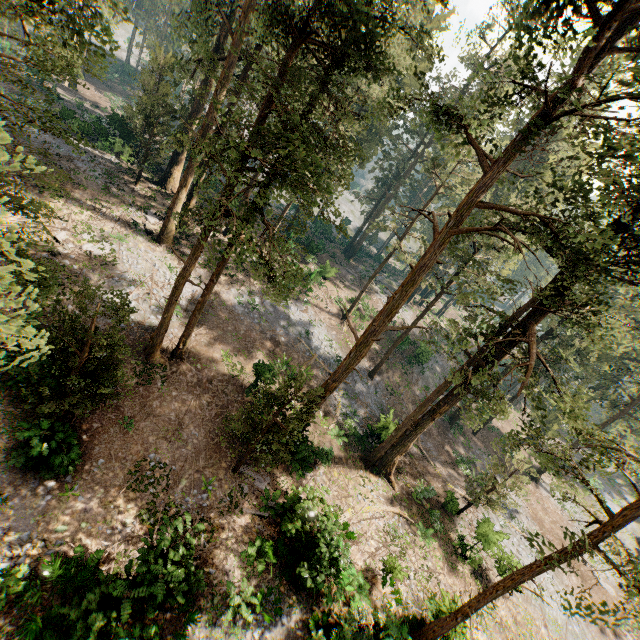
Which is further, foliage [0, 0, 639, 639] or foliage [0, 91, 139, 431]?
foliage [0, 0, 639, 639]

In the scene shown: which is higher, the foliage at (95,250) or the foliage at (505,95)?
the foliage at (505,95)

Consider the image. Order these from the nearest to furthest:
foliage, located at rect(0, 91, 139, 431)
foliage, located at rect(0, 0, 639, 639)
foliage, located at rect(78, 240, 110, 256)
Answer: foliage, located at rect(0, 91, 139, 431)
foliage, located at rect(0, 0, 639, 639)
foliage, located at rect(78, 240, 110, 256)

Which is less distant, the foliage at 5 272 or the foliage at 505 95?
the foliage at 5 272

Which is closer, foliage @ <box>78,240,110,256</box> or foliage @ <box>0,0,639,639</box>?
foliage @ <box>0,0,639,639</box>

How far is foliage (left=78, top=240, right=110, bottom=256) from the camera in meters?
20.0 m

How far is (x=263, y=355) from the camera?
24.4m
